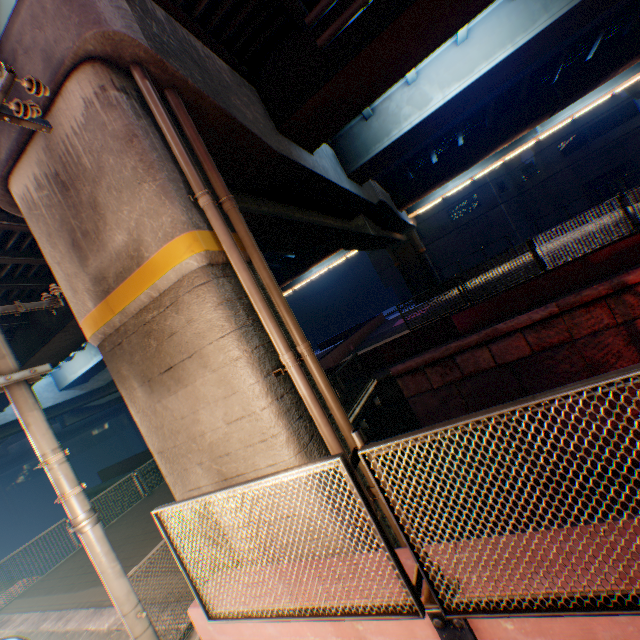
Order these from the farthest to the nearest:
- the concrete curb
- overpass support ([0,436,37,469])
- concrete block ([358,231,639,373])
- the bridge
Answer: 1. overpass support ([0,436,37,469])
2. the bridge
3. concrete block ([358,231,639,373])
4. the concrete curb

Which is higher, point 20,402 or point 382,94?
point 382,94

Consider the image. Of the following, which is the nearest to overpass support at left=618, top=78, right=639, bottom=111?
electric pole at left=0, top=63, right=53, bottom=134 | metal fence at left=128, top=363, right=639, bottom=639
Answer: metal fence at left=128, top=363, right=639, bottom=639

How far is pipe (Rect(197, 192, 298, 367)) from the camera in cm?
468

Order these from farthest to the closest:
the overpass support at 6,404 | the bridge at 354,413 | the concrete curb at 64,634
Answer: the overpass support at 6,404 < the bridge at 354,413 < the concrete curb at 64,634

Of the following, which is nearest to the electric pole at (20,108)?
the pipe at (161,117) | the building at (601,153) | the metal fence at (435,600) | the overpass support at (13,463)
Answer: the metal fence at (435,600)

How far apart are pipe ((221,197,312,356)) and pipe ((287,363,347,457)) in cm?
28

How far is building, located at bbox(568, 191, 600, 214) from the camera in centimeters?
3503cm
